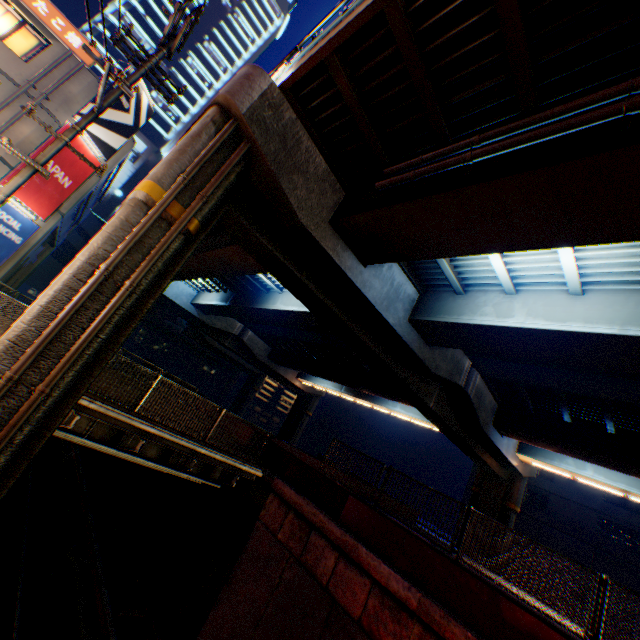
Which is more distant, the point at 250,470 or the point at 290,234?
the point at 250,470

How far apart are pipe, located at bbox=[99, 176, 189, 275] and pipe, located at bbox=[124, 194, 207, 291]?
0.3 meters

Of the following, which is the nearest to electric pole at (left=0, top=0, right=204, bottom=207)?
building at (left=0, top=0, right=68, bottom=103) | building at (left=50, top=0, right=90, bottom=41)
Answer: building at (left=0, top=0, right=68, bottom=103)

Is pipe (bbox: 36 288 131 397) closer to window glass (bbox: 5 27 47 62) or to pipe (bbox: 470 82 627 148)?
pipe (bbox: 470 82 627 148)

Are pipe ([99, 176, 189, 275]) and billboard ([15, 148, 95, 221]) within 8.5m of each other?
no

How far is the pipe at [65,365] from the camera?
6.1m

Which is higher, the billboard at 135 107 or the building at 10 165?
the billboard at 135 107

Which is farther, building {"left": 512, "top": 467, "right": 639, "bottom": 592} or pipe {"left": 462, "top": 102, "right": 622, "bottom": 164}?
building {"left": 512, "top": 467, "right": 639, "bottom": 592}
